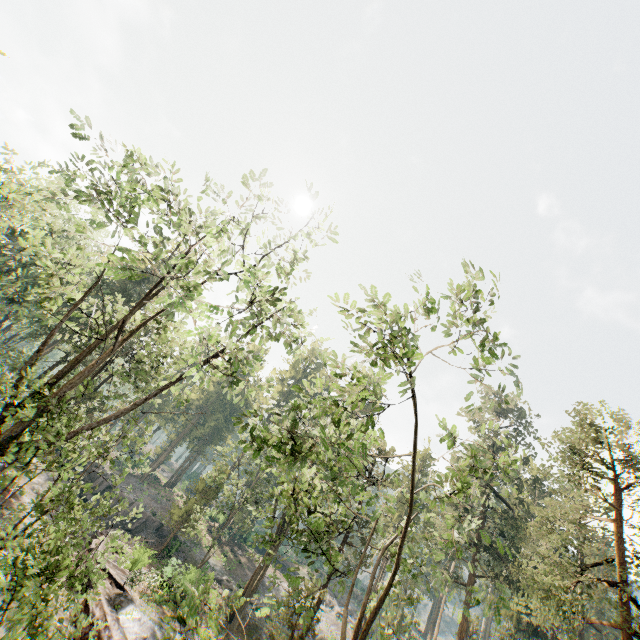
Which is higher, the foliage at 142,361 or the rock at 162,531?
the foliage at 142,361

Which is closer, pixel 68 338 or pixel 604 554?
pixel 68 338

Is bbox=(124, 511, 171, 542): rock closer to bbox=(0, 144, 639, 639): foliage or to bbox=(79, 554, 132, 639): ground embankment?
bbox=(79, 554, 132, 639): ground embankment

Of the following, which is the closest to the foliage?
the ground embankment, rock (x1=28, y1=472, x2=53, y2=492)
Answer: the ground embankment

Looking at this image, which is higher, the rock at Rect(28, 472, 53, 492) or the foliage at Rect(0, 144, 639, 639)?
the foliage at Rect(0, 144, 639, 639)

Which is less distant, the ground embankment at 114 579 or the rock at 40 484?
the ground embankment at 114 579
